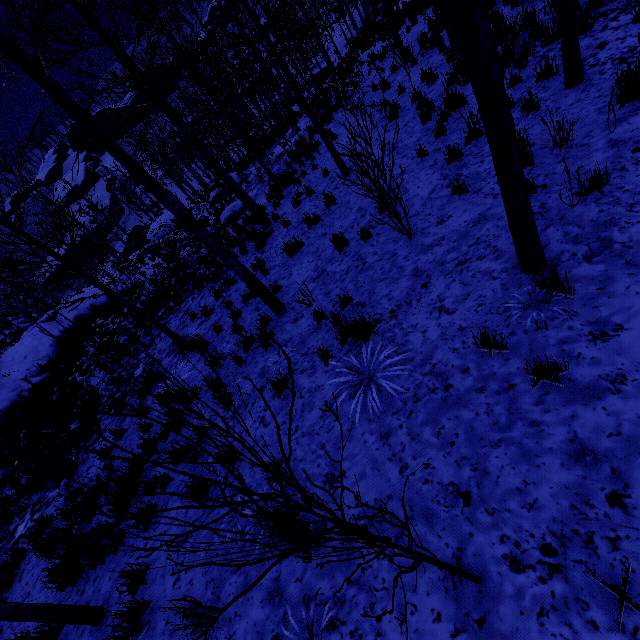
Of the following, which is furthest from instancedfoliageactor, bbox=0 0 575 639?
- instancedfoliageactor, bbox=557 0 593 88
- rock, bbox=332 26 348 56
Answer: rock, bbox=332 26 348 56

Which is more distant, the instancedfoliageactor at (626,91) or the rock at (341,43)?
the rock at (341,43)

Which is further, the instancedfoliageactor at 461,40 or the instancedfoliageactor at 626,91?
the instancedfoliageactor at 626,91

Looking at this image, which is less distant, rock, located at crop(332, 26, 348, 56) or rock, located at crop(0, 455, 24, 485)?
rock, located at crop(0, 455, 24, 485)

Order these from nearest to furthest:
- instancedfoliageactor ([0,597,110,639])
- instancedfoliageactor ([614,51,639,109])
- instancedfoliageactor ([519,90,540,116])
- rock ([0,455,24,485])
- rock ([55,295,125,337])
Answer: Answer: instancedfoliageactor ([0,597,110,639]), instancedfoliageactor ([614,51,639,109]), instancedfoliageactor ([519,90,540,116]), rock ([0,455,24,485]), rock ([55,295,125,337])

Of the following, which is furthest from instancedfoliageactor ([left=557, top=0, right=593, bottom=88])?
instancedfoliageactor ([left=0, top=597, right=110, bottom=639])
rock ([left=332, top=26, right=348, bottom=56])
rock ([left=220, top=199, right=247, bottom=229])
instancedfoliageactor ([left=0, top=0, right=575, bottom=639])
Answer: rock ([left=332, top=26, right=348, bottom=56])

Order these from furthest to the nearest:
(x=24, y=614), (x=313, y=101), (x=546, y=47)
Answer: (x=313, y=101)
(x=546, y=47)
(x=24, y=614)

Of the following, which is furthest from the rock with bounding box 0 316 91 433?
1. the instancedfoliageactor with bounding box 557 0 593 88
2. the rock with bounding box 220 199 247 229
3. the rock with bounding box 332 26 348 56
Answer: the rock with bounding box 332 26 348 56
